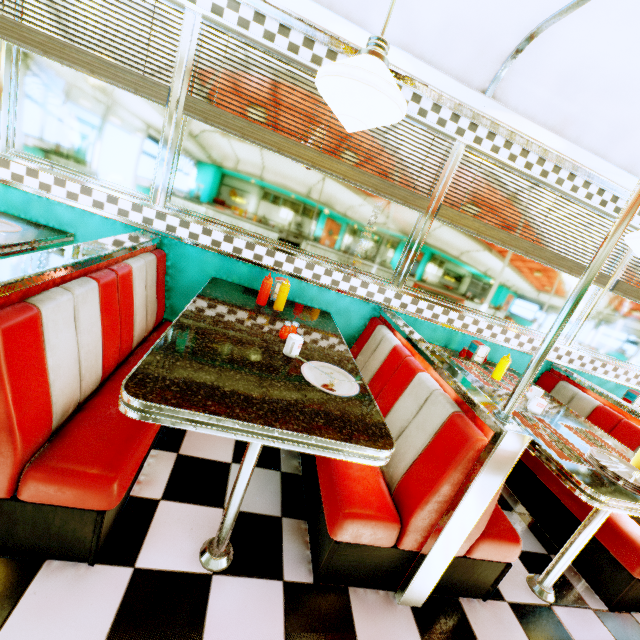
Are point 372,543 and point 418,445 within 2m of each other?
yes

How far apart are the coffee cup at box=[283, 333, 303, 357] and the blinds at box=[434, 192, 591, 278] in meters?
1.7

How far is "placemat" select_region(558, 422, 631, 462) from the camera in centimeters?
201cm

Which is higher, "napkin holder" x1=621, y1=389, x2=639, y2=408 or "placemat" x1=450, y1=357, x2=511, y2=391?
"napkin holder" x1=621, y1=389, x2=639, y2=408

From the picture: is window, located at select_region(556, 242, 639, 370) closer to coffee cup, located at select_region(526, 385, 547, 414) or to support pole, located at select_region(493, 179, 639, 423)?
coffee cup, located at select_region(526, 385, 547, 414)

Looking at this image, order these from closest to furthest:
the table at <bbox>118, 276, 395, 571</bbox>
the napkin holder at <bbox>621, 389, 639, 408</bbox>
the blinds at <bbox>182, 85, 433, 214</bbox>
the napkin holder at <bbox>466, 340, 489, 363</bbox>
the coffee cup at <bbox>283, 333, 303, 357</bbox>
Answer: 1. the table at <bbox>118, 276, 395, 571</bbox>
2. the coffee cup at <bbox>283, 333, 303, 357</bbox>
3. the blinds at <bbox>182, 85, 433, 214</bbox>
4. the napkin holder at <bbox>466, 340, 489, 363</bbox>
5. the napkin holder at <bbox>621, 389, 639, 408</bbox>

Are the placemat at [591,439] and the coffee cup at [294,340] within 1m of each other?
no

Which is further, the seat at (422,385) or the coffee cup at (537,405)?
the coffee cup at (537,405)
